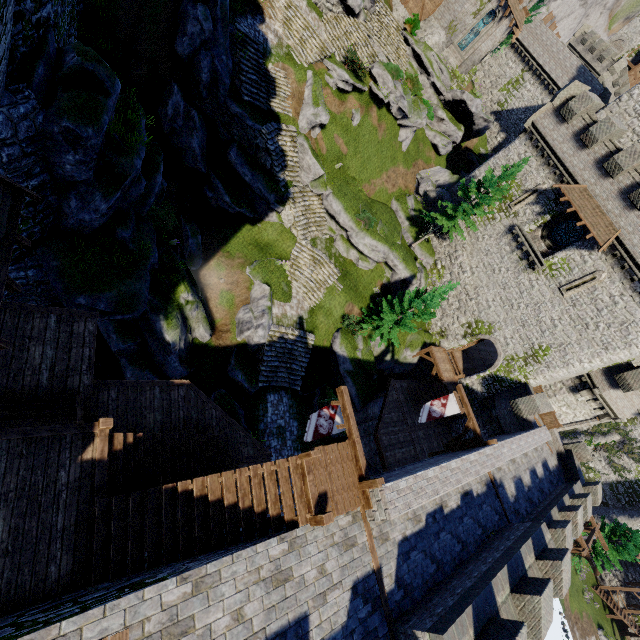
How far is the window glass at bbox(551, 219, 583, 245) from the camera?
24.5 meters

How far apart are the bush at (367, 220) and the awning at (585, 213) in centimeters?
1325cm

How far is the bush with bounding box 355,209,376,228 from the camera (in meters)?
25.81

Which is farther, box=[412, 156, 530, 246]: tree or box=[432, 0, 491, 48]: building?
box=[432, 0, 491, 48]: building

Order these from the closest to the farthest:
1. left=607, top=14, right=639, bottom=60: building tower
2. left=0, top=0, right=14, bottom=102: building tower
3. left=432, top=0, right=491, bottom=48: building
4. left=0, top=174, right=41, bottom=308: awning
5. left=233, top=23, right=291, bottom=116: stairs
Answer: left=0, top=174, right=41, bottom=308: awning < left=0, top=0, right=14, bottom=102: building tower < left=233, top=23, right=291, bottom=116: stairs < left=432, top=0, right=491, bottom=48: building < left=607, top=14, right=639, bottom=60: building tower

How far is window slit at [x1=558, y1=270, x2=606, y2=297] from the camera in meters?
22.5 m

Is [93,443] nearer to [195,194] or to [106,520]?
[106,520]

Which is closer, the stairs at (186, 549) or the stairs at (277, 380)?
the stairs at (186, 549)
